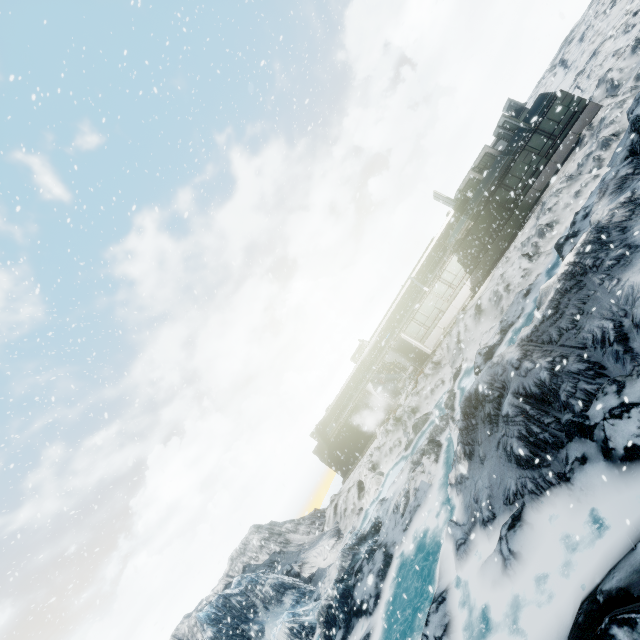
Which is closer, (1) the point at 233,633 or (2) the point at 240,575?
(1) the point at 233,633
